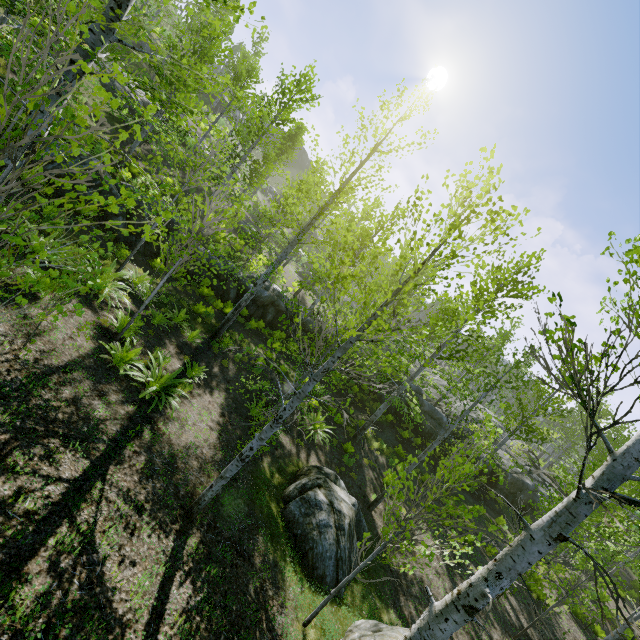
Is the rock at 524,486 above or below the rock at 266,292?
above

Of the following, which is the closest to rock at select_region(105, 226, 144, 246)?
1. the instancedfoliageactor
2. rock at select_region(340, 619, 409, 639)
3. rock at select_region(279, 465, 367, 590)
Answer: the instancedfoliageactor

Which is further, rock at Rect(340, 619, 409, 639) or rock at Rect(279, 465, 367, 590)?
rock at Rect(279, 465, 367, 590)

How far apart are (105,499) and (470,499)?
20.4m

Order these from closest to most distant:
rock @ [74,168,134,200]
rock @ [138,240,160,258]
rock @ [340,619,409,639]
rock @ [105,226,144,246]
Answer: rock @ [340,619,409,639]
rock @ [74,168,134,200]
rock @ [105,226,144,246]
rock @ [138,240,160,258]

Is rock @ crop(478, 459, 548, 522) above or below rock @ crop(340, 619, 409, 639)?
above

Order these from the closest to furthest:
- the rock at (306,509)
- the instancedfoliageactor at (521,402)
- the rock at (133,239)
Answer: the instancedfoliageactor at (521,402) → the rock at (306,509) → the rock at (133,239)
